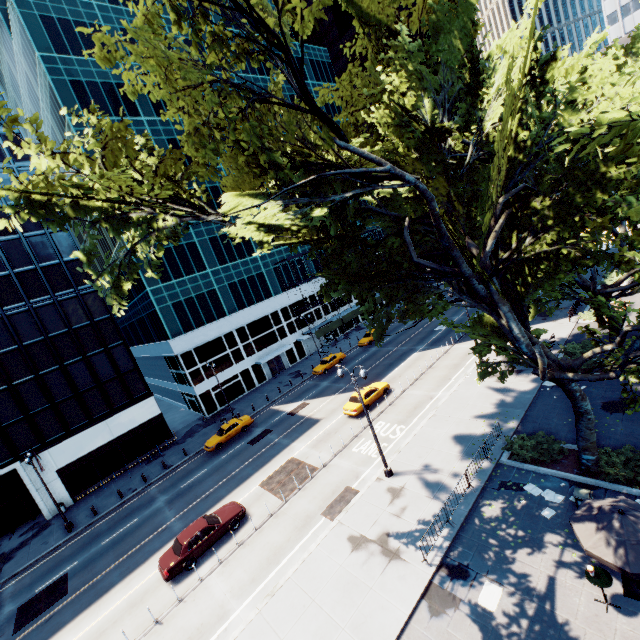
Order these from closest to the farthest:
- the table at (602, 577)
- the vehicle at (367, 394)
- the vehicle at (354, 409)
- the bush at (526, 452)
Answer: the table at (602, 577), the bush at (526, 452), the vehicle at (354, 409), the vehicle at (367, 394)

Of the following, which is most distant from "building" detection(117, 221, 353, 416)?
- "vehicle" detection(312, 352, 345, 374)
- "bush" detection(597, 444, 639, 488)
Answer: "bush" detection(597, 444, 639, 488)

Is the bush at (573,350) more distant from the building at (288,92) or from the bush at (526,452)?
the building at (288,92)

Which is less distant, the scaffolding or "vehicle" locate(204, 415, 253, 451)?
"vehicle" locate(204, 415, 253, 451)

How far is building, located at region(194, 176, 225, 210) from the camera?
44.0m

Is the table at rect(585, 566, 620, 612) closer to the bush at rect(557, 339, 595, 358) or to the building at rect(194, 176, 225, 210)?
the bush at rect(557, 339, 595, 358)

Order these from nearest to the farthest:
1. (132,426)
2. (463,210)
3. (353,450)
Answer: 1. (463,210)
2. (353,450)
3. (132,426)

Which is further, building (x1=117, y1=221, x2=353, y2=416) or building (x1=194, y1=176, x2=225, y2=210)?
building (x1=194, y1=176, x2=225, y2=210)
